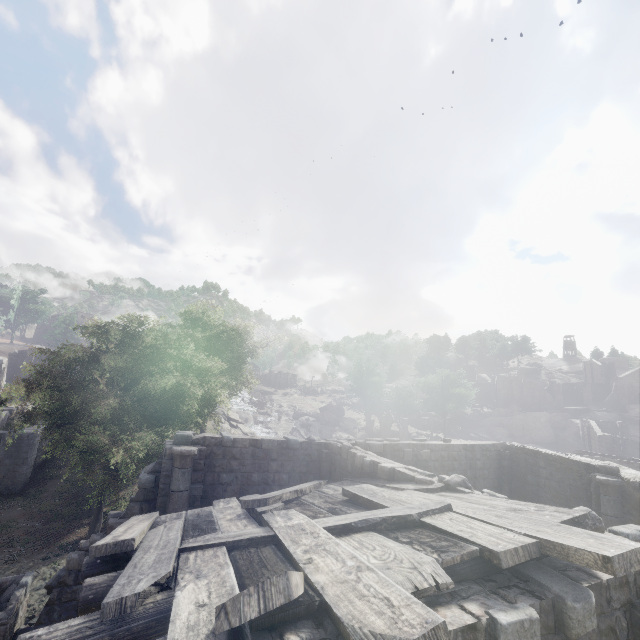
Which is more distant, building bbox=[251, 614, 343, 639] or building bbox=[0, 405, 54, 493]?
building bbox=[0, 405, 54, 493]

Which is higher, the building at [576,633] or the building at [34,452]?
the building at [576,633]

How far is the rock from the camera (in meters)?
54.84

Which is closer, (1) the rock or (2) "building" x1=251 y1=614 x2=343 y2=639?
(2) "building" x1=251 y1=614 x2=343 y2=639

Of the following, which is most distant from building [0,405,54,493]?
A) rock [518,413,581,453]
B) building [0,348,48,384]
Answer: building [0,348,48,384]

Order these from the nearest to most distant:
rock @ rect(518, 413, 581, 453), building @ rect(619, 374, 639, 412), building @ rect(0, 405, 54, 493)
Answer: building @ rect(0, 405, 54, 493) → rock @ rect(518, 413, 581, 453) → building @ rect(619, 374, 639, 412)

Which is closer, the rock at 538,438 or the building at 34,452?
the building at 34,452

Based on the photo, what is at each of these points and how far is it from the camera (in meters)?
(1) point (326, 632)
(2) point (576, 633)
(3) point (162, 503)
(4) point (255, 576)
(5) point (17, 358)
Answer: (1) building, 2.92
(2) building, 3.35
(3) building, 10.05
(4) wooden plank rubble, 3.88
(5) building, 41.06
